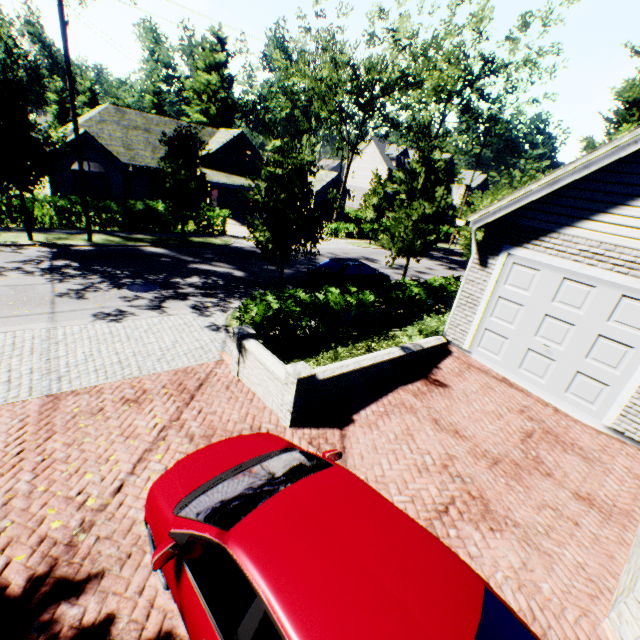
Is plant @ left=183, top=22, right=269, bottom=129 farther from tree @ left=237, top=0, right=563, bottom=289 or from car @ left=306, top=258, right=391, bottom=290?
car @ left=306, top=258, right=391, bottom=290

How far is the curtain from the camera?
25.4m

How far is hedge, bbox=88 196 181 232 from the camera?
18.88m

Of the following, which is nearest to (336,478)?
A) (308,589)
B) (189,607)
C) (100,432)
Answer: (308,589)

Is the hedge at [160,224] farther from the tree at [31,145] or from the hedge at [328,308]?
the hedge at [328,308]

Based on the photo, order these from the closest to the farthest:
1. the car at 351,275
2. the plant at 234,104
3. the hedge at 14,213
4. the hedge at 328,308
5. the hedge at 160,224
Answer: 1. the hedge at 328,308
2. the car at 351,275
3. the hedge at 14,213
4. the hedge at 160,224
5. the plant at 234,104

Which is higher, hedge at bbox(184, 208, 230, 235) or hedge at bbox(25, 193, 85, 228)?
hedge at bbox(25, 193, 85, 228)

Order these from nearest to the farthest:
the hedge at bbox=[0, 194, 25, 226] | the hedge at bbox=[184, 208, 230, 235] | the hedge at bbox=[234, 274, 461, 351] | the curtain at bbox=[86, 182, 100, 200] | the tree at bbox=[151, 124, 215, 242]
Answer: the hedge at bbox=[234, 274, 461, 351] < the hedge at bbox=[0, 194, 25, 226] < the tree at bbox=[151, 124, 215, 242] < the hedge at bbox=[184, 208, 230, 235] < the curtain at bbox=[86, 182, 100, 200]
